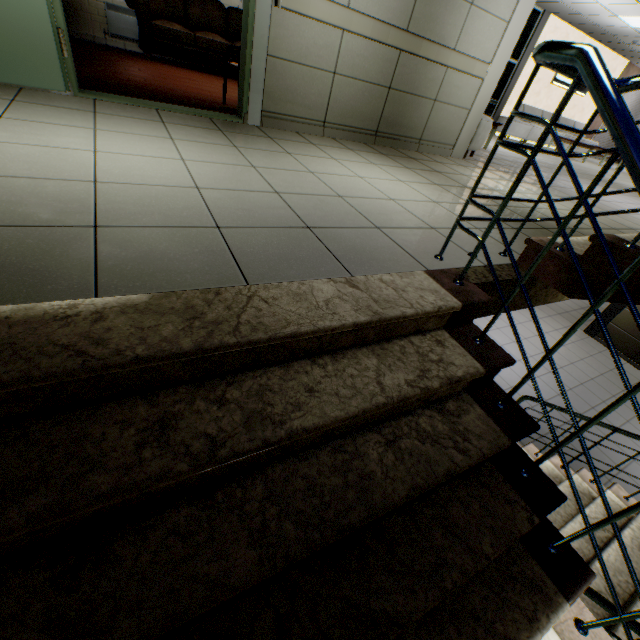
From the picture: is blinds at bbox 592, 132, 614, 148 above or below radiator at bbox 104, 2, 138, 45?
above

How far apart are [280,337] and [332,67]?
3.8 meters

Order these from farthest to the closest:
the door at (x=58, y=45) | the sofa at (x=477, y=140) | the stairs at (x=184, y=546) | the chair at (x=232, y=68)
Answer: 1. the sofa at (x=477, y=140)
2. the chair at (x=232, y=68)
3. the door at (x=58, y=45)
4. the stairs at (x=184, y=546)

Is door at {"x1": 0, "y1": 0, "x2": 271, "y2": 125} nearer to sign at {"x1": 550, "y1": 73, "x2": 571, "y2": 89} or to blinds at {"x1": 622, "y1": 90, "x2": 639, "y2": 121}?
sign at {"x1": 550, "y1": 73, "x2": 571, "y2": 89}

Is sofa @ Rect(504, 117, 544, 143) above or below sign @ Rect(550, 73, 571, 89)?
below

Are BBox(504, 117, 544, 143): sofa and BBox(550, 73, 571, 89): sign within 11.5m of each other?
yes

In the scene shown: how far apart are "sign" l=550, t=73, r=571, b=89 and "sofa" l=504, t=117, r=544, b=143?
0.78m

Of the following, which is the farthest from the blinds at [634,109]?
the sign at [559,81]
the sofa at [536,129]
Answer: the sign at [559,81]
